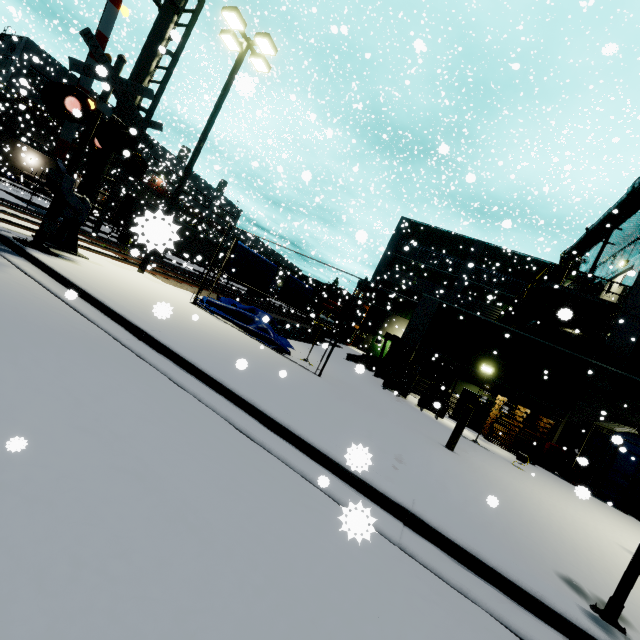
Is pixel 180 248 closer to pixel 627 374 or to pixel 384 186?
pixel 627 374

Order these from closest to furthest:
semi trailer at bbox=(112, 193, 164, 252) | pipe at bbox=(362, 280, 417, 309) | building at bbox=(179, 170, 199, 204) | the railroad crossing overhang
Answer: semi trailer at bbox=(112, 193, 164, 252) < the railroad crossing overhang < pipe at bbox=(362, 280, 417, 309) < building at bbox=(179, 170, 199, 204)

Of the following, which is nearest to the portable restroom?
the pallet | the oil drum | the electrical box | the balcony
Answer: the oil drum

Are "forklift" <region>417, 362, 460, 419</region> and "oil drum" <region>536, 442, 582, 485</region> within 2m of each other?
no

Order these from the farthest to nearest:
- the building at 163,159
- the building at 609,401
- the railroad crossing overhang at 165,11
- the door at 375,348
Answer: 1. the building at 163,159
2. the door at 375,348
3. the building at 609,401
4. the railroad crossing overhang at 165,11

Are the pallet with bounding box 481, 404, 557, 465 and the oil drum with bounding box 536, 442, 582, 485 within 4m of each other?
yes

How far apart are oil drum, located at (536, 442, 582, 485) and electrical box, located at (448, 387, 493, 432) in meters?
2.2 m

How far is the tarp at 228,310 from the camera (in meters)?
9.98
